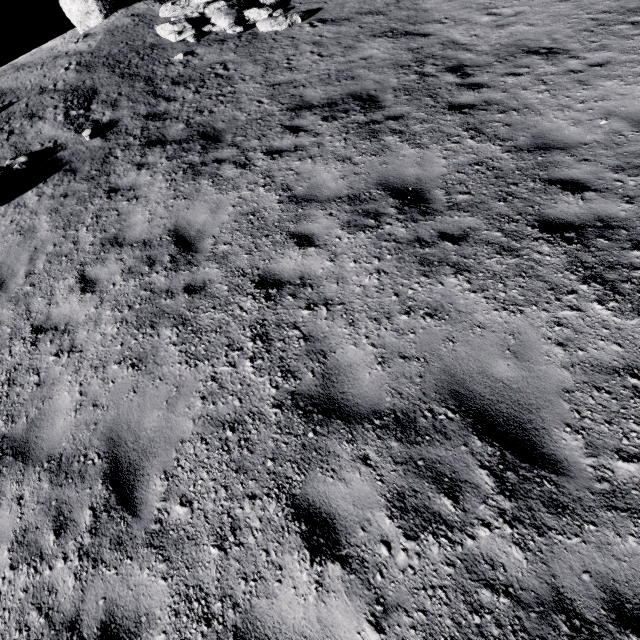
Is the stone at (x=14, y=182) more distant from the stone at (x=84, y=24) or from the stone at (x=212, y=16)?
the stone at (x=84, y=24)

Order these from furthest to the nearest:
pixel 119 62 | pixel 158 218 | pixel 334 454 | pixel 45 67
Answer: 1. pixel 45 67
2. pixel 119 62
3. pixel 158 218
4. pixel 334 454

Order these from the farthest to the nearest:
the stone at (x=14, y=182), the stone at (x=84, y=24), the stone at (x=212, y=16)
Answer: the stone at (x=84, y=24) → the stone at (x=212, y=16) → the stone at (x=14, y=182)

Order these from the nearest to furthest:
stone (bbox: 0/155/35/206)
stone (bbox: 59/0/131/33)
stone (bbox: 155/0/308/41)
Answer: stone (bbox: 0/155/35/206), stone (bbox: 155/0/308/41), stone (bbox: 59/0/131/33)

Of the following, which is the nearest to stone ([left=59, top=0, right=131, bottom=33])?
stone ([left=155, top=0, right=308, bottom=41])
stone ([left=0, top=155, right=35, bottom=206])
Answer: stone ([left=155, top=0, right=308, bottom=41])

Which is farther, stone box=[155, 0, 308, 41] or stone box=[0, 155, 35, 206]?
stone box=[155, 0, 308, 41]

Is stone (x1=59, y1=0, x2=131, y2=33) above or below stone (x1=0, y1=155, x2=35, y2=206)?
above
